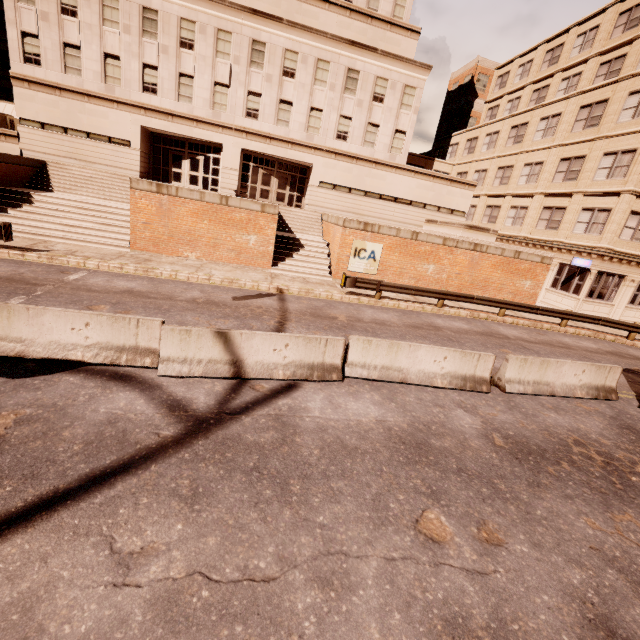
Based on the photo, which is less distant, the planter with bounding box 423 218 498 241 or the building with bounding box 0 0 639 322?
the planter with bounding box 423 218 498 241

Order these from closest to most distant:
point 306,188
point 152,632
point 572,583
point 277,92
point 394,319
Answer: point 152,632, point 572,583, point 394,319, point 277,92, point 306,188

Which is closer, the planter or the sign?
the sign

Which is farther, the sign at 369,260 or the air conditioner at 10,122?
the air conditioner at 10,122

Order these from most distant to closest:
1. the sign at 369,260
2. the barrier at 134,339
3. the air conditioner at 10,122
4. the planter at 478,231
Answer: the air conditioner at 10,122 < the planter at 478,231 < the sign at 369,260 < the barrier at 134,339

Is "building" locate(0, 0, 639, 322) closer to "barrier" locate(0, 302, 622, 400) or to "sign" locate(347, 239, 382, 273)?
Result: "sign" locate(347, 239, 382, 273)

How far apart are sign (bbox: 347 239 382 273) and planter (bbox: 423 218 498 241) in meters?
5.4

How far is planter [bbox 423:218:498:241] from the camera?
19.78m
